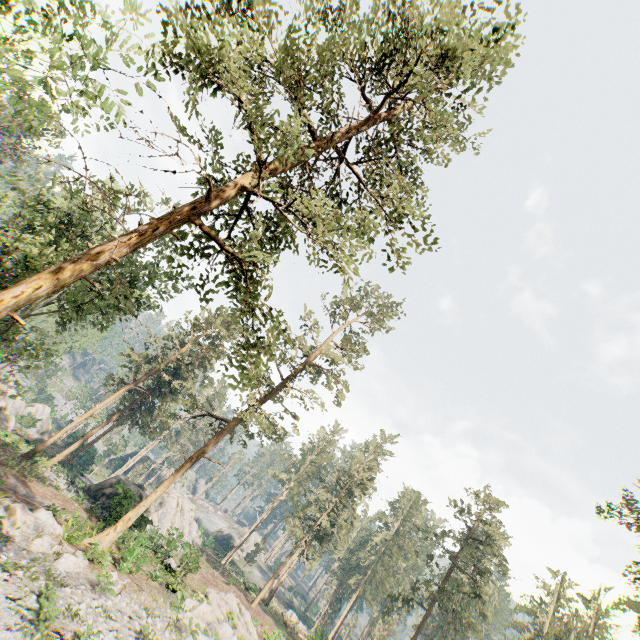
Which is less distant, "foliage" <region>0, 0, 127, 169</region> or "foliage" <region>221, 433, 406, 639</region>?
"foliage" <region>0, 0, 127, 169</region>

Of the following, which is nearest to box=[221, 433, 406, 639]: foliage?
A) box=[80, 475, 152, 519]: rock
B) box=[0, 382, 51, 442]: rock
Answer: box=[0, 382, 51, 442]: rock

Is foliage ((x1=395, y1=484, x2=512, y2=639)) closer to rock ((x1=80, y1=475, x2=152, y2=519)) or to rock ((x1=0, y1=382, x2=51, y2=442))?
rock ((x1=0, y1=382, x2=51, y2=442))

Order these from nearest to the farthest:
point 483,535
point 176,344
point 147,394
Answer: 1. point 483,535
2. point 176,344
3. point 147,394

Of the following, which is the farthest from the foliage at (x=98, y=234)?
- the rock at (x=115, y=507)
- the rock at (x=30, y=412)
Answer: the rock at (x=115, y=507)

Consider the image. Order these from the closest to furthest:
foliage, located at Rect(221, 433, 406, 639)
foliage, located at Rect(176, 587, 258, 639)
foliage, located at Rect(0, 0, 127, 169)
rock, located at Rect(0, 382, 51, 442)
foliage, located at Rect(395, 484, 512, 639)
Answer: foliage, located at Rect(0, 0, 127, 169), foliage, located at Rect(176, 587, 258, 639), foliage, located at Rect(395, 484, 512, 639), rock, located at Rect(0, 382, 51, 442), foliage, located at Rect(221, 433, 406, 639)
